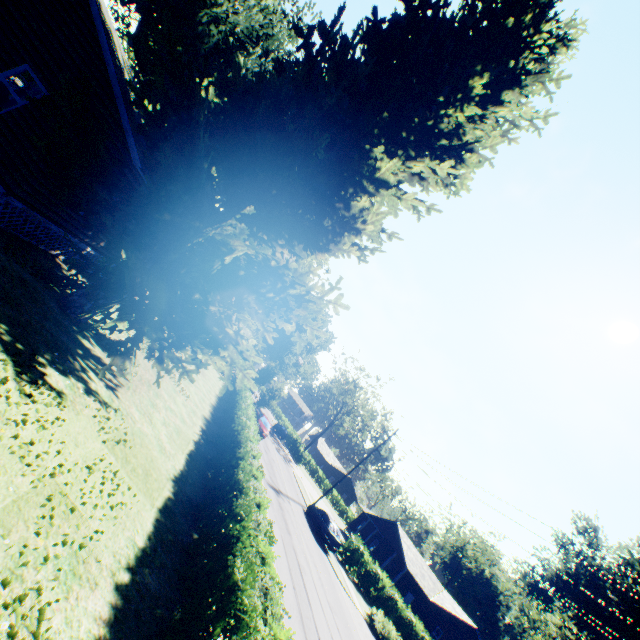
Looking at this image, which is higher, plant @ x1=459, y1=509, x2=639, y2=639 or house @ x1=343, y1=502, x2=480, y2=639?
plant @ x1=459, y1=509, x2=639, y2=639

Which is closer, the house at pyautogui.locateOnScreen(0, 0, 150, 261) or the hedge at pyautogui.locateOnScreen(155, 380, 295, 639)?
the hedge at pyautogui.locateOnScreen(155, 380, 295, 639)

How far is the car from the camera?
24.94m

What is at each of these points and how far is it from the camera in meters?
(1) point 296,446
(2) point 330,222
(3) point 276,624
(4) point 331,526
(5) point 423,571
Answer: (1) hedge, 59.1
(2) plant, 11.5
(3) hedge, 5.1
(4) car, 25.8
(5) house, 36.5

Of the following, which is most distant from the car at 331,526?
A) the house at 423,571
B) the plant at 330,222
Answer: the house at 423,571

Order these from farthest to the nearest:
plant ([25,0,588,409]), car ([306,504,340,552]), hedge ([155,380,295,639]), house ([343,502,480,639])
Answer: house ([343,502,480,639]) → car ([306,504,340,552]) → plant ([25,0,588,409]) → hedge ([155,380,295,639])

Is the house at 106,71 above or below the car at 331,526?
above

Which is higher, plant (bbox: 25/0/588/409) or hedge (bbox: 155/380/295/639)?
plant (bbox: 25/0/588/409)
